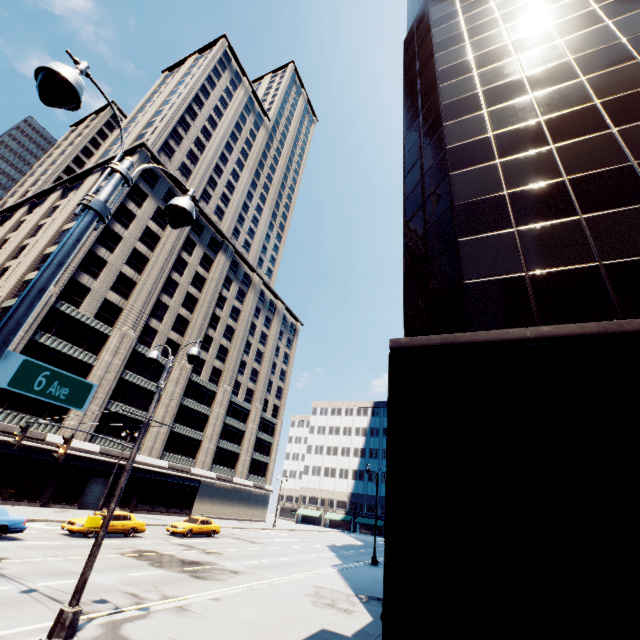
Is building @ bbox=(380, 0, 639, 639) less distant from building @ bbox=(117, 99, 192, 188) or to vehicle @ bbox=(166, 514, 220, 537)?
vehicle @ bbox=(166, 514, 220, 537)

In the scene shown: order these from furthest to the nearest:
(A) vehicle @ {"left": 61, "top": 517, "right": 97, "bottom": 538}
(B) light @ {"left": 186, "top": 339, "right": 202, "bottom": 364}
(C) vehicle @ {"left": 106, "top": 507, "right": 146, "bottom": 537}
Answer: (C) vehicle @ {"left": 106, "top": 507, "right": 146, "bottom": 537} < (A) vehicle @ {"left": 61, "top": 517, "right": 97, "bottom": 538} < (B) light @ {"left": 186, "top": 339, "right": 202, "bottom": 364}

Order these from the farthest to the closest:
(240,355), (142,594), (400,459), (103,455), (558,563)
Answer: (240,355) → (103,455) → (142,594) → (400,459) → (558,563)

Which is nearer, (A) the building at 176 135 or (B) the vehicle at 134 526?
(B) the vehicle at 134 526

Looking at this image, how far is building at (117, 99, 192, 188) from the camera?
45.32m

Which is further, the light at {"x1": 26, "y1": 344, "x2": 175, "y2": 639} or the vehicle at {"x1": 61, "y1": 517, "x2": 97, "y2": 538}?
the vehicle at {"x1": 61, "y1": 517, "x2": 97, "y2": 538}

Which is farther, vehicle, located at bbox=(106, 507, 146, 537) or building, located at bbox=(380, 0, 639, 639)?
vehicle, located at bbox=(106, 507, 146, 537)
